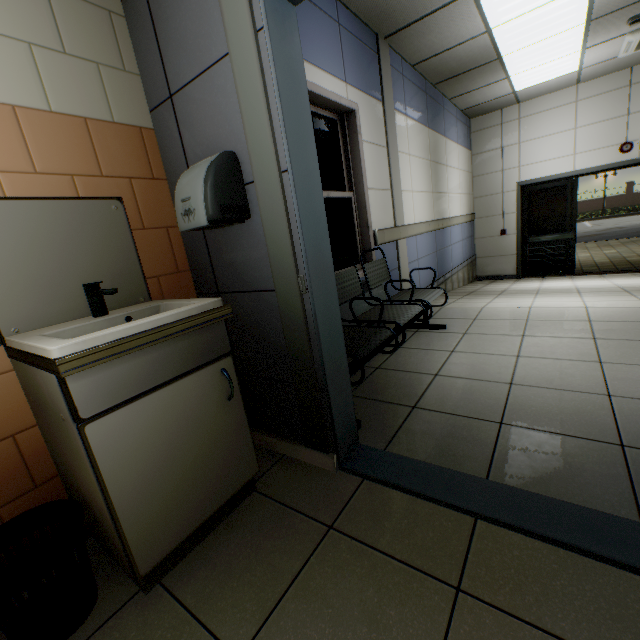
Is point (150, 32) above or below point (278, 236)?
above

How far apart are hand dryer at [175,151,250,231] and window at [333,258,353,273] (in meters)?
1.30

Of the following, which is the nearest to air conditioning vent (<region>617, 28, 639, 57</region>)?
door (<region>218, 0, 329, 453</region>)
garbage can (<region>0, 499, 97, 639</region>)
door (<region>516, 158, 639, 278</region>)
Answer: door (<region>516, 158, 639, 278</region>)

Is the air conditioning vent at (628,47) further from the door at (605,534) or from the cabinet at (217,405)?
the cabinet at (217,405)

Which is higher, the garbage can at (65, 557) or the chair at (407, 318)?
the chair at (407, 318)

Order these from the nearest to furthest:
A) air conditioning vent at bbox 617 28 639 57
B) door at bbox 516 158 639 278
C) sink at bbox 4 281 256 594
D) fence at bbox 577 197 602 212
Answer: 1. sink at bbox 4 281 256 594
2. air conditioning vent at bbox 617 28 639 57
3. door at bbox 516 158 639 278
4. fence at bbox 577 197 602 212

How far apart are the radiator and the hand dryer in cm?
145

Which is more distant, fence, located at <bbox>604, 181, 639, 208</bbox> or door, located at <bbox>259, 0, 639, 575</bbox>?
fence, located at <bbox>604, 181, 639, 208</bbox>
